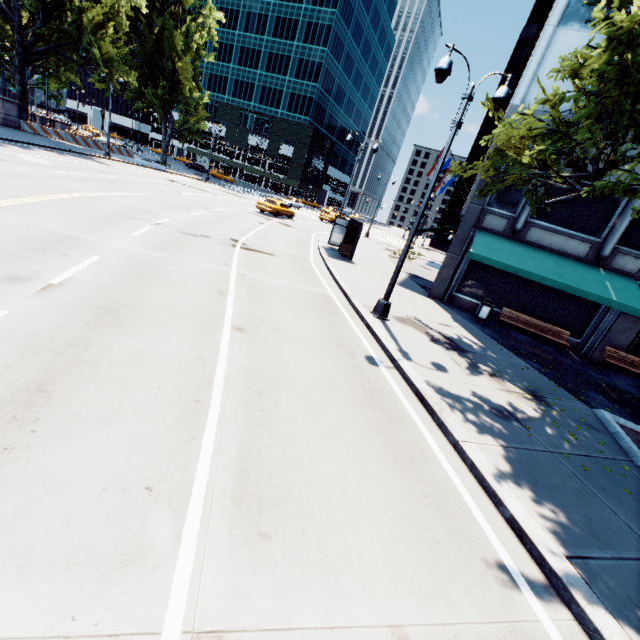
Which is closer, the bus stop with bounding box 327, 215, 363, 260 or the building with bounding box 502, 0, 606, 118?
the building with bounding box 502, 0, 606, 118

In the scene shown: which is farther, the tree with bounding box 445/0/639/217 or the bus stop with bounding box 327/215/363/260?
the bus stop with bounding box 327/215/363/260

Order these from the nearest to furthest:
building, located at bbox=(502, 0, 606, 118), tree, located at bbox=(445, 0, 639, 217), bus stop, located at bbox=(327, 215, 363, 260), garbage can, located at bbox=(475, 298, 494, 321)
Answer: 1. tree, located at bbox=(445, 0, 639, 217)
2. building, located at bbox=(502, 0, 606, 118)
3. garbage can, located at bbox=(475, 298, 494, 321)
4. bus stop, located at bbox=(327, 215, 363, 260)

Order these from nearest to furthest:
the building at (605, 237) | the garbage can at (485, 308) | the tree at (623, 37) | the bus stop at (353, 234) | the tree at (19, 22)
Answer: the tree at (623, 37)
the building at (605, 237)
the garbage can at (485, 308)
the bus stop at (353, 234)
the tree at (19, 22)

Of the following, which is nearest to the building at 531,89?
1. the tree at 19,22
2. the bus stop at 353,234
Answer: the tree at 19,22

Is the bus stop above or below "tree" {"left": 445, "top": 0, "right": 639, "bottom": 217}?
below

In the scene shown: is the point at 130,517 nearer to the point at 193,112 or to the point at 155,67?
the point at 155,67

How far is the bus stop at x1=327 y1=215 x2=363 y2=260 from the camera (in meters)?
19.22
